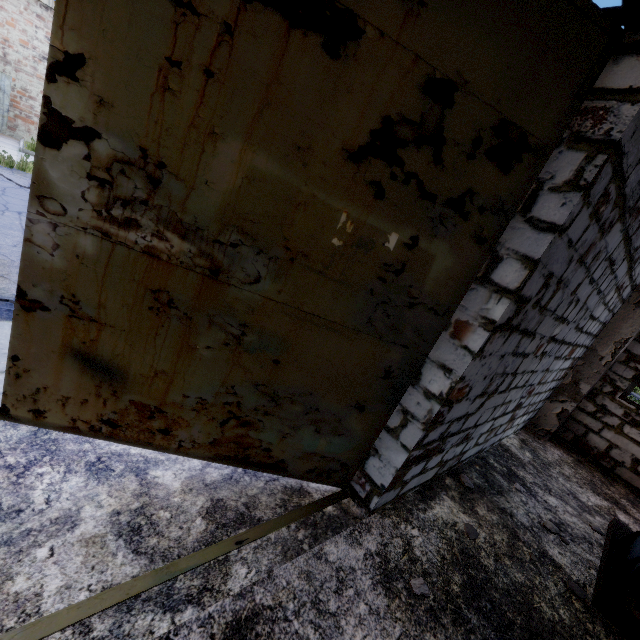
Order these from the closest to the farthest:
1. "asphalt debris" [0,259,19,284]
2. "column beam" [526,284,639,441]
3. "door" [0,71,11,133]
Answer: "asphalt debris" [0,259,19,284]
"column beam" [526,284,639,441]
"door" [0,71,11,133]

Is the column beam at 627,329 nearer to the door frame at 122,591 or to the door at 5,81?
the door frame at 122,591

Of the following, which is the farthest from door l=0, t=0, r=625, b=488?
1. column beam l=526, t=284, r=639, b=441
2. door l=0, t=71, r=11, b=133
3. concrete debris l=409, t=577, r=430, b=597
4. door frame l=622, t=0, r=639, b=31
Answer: door l=0, t=71, r=11, b=133

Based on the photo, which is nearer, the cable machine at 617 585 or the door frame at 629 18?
the door frame at 629 18

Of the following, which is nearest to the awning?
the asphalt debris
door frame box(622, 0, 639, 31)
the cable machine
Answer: door frame box(622, 0, 639, 31)

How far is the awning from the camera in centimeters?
200cm

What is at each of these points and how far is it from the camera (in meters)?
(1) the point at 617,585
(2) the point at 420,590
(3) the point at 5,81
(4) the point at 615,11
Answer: (1) cable machine, 3.30
(2) concrete debris, 2.41
(3) door, 11.65
(4) awning, 2.02

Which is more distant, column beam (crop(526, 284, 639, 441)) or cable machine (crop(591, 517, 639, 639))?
column beam (crop(526, 284, 639, 441))
